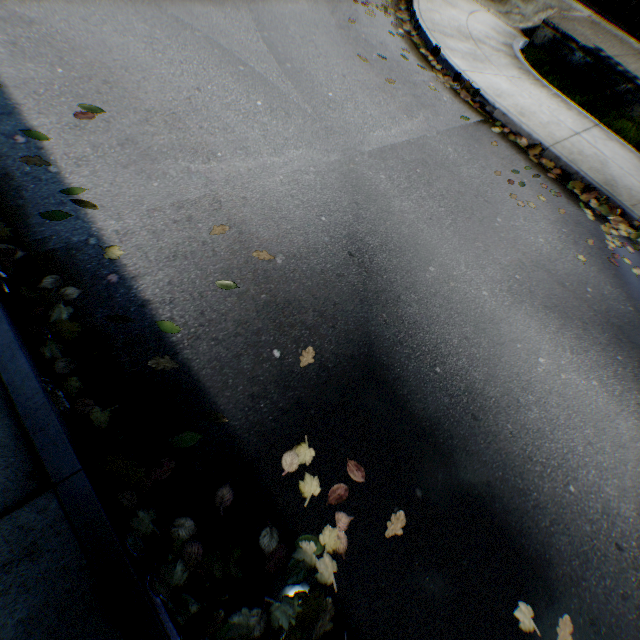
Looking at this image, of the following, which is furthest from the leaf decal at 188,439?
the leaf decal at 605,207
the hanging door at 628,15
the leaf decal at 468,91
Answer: the hanging door at 628,15

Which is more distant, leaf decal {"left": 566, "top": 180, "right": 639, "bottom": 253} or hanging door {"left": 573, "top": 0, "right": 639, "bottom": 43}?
hanging door {"left": 573, "top": 0, "right": 639, "bottom": 43}

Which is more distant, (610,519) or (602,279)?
(602,279)

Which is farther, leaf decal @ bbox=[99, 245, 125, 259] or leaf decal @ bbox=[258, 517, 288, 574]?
leaf decal @ bbox=[99, 245, 125, 259]

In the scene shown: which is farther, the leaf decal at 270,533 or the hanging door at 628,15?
the hanging door at 628,15

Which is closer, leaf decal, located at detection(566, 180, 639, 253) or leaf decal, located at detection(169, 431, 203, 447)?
leaf decal, located at detection(169, 431, 203, 447)

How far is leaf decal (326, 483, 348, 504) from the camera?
2.11m

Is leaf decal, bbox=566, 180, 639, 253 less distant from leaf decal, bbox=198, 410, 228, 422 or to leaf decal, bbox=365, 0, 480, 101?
leaf decal, bbox=365, 0, 480, 101
